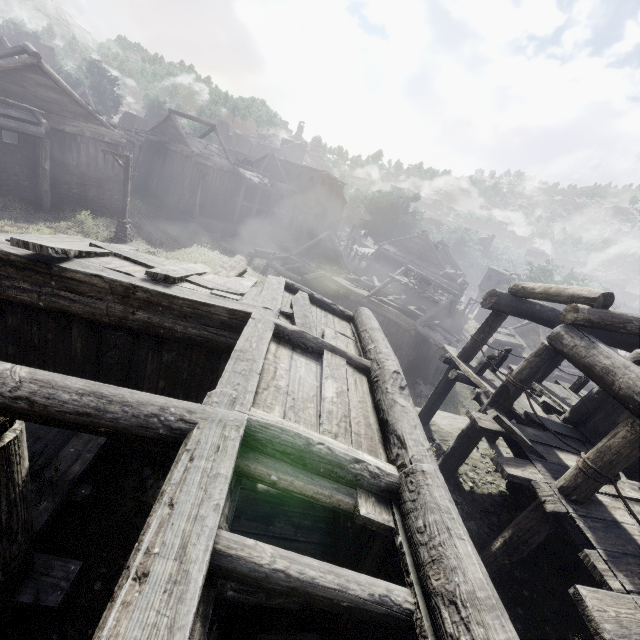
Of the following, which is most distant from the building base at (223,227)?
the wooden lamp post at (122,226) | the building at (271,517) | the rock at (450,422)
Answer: the rock at (450,422)

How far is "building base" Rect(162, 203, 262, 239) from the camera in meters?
32.1

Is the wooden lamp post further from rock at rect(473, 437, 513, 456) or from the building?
rock at rect(473, 437, 513, 456)

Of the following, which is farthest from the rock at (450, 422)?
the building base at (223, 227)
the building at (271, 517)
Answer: the building base at (223, 227)

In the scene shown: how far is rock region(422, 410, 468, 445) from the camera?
10.20m

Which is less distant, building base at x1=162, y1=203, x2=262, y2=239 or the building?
A: the building

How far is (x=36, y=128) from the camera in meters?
17.5 m
